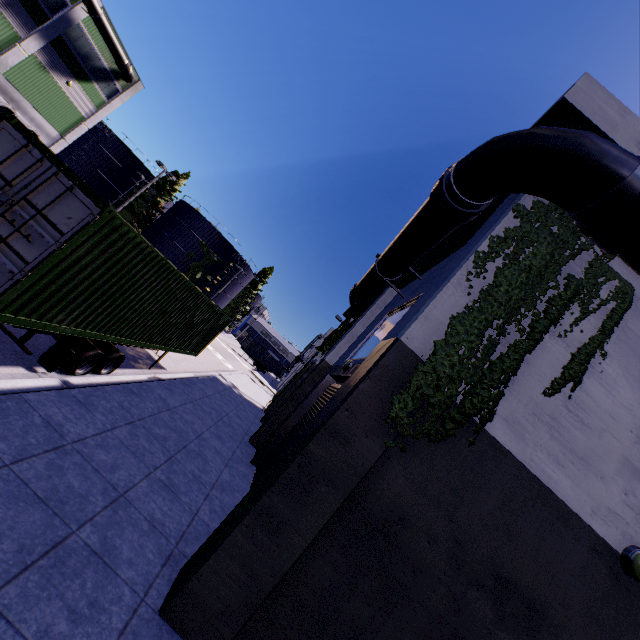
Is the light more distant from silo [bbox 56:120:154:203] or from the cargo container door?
silo [bbox 56:120:154:203]

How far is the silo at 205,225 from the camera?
50.5 meters

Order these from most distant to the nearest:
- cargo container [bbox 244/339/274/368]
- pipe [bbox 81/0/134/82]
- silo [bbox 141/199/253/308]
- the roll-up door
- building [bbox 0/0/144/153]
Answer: cargo container [bbox 244/339/274/368]
silo [bbox 141/199/253/308]
pipe [bbox 81/0/134/82]
building [bbox 0/0/144/153]
the roll-up door

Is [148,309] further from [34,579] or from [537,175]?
[537,175]

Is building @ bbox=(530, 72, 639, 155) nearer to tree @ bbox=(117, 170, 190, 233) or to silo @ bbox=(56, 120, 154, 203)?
tree @ bbox=(117, 170, 190, 233)

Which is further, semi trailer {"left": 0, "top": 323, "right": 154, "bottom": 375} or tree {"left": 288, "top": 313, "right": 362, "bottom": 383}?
tree {"left": 288, "top": 313, "right": 362, "bottom": 383}

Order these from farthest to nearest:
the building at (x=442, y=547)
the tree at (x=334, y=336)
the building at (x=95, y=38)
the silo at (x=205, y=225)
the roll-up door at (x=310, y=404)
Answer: the silo at (x=205, y=225) → the building at (x=95, y=38) → the tree at (x=334, y=336) → the roll-up door at (x=310, y=404) → the building at (x=442, y=547)

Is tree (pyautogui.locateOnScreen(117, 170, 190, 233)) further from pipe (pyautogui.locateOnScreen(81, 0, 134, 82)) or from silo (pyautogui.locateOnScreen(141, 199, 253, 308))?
pipe (pyautogui.locateOnScreen(81, 0, 134, 82))
